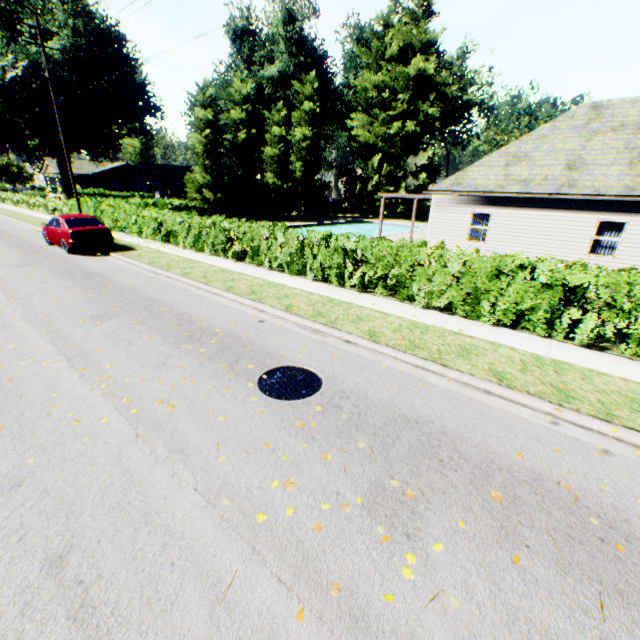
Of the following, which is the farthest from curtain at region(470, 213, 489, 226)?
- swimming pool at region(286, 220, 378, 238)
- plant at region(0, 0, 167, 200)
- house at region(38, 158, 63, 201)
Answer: house at region(38, 158, 63, 201)

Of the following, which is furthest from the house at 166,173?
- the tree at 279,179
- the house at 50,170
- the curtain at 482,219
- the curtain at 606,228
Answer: the curtain at 606,228

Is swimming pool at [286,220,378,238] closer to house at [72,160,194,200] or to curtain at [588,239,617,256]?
curtain at [588,239,617,256]

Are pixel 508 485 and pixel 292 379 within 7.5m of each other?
yes

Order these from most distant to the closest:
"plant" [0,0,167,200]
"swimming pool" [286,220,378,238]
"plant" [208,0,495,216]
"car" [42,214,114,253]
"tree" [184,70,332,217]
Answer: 1. "plant" [208,0,495,216]
2. "swimming pool" [286,220,378,238]
3. "tree" [184,70,332,217]
4. "plant" [0,0,167,200]
5. "car" [42,214,114,253]

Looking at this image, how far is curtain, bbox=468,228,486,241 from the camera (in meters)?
16.42

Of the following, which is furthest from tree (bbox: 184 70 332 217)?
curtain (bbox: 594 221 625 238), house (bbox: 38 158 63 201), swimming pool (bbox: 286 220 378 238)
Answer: house (bbox: 38 158 63 201)

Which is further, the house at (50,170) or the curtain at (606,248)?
the house at (50,170)
